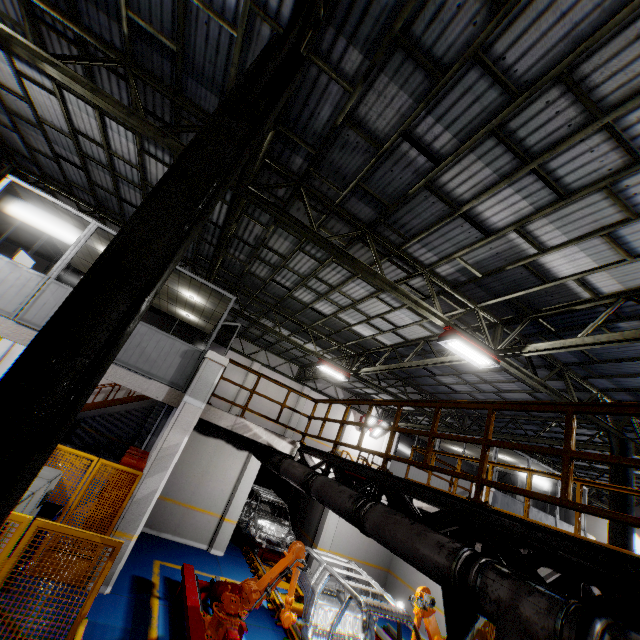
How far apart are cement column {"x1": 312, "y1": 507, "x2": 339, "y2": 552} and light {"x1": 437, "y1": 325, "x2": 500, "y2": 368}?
7.7 meters

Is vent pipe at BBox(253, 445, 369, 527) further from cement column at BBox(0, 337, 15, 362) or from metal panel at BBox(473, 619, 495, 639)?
Answer: cement column at BBox(0, 337, 15, 362)

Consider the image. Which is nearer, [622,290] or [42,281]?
[622,290]

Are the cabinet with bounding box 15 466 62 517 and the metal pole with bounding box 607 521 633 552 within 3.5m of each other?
no

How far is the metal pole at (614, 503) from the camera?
9.4m

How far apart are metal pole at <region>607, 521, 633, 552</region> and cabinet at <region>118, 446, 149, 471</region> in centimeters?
1276cm

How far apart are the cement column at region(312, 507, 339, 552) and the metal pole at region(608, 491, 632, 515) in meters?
7.8

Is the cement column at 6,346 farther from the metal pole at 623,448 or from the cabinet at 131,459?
the metal pole at 623,448
